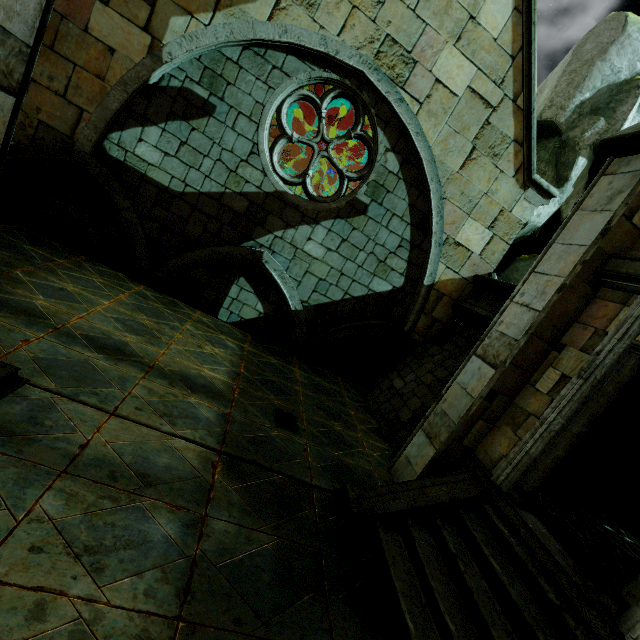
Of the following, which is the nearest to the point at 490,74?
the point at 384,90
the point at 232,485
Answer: the point at 384,90

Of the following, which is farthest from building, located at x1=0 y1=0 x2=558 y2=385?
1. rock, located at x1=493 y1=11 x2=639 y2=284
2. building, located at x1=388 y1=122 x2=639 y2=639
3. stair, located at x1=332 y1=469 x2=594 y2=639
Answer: stair, located at x1=332 y1=469 x2=594 y2=639

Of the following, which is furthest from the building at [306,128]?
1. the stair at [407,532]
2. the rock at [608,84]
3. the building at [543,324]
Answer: the stair at [407,532]

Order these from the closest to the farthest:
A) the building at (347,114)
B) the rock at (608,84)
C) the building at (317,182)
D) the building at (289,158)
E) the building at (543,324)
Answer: the building at (543,324) → the rock at (608,84) → the building at (347,114) → the building at (289,158) → the building at (317,182)

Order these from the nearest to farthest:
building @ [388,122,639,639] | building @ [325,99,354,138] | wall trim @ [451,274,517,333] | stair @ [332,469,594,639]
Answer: stair @ [332,469,594,639] < building @ [388,122,639,639] < wall trim @ [451,274,517,333] < building @ [325,99,354,138]

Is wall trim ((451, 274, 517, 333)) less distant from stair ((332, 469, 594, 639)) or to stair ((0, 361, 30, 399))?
stair ((332, 469, 594, 639))

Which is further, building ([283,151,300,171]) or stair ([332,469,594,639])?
building ([283,151,300,171])

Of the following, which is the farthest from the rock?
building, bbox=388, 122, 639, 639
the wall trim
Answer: the wall trim
